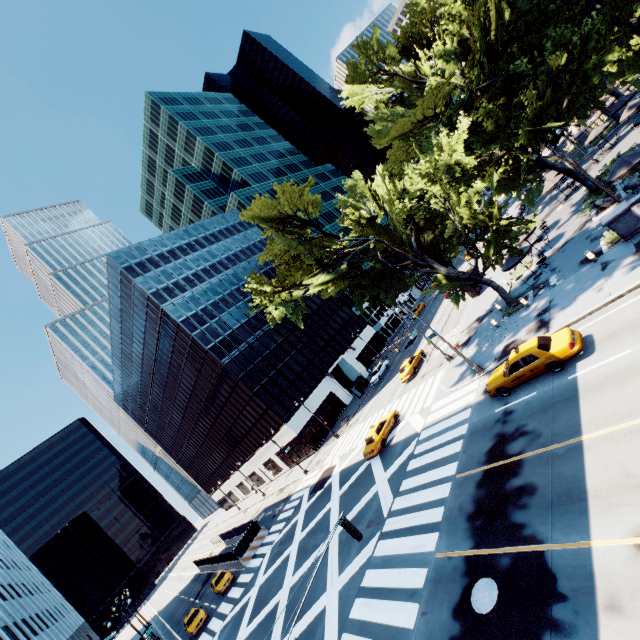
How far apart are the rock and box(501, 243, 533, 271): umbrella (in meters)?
5.40

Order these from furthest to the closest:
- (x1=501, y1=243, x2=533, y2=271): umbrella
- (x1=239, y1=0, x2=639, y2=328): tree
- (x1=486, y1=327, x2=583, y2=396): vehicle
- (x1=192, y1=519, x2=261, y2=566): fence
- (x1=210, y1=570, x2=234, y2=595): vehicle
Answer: (x1=192, y1=519, x2=261, y2=566): fence < (x1=210, y1=570, x2=234, y2=595): vehicle < (x1=501, y1=243, x2=533, y2=271): umbrella < (x1=239, y1=0, x2=639, y2=328): tree < (x1=486, y1=327, x2=583, y2=396): vehicle

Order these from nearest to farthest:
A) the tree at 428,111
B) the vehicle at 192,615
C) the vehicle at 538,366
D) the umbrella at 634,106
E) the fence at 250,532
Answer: the vehicle at 538,366
the tree at 428,111
the umbrella at 634,106
the vehicle at 192,615
the fence at 250,532

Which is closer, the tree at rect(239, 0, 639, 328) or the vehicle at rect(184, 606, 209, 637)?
the tree at rect(239, 0, 639, 328)

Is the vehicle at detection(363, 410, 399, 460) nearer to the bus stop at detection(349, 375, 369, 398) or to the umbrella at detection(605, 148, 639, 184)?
the bus stop at detection(349, 375, 369, 398)

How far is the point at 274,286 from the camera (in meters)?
22.25

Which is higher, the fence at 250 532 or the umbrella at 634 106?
the umbrella at 634 106

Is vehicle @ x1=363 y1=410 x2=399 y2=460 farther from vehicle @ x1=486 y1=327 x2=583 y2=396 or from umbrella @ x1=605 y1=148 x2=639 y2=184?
umbrella @ x1=605 y1=148 x2=639 y2=184
